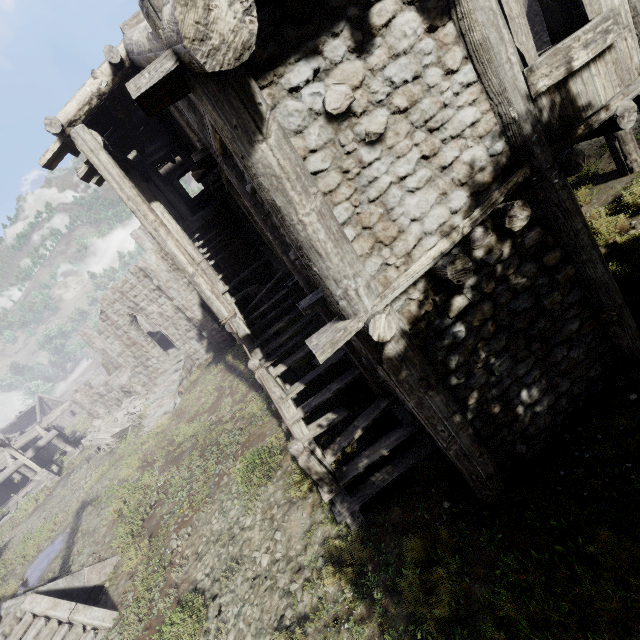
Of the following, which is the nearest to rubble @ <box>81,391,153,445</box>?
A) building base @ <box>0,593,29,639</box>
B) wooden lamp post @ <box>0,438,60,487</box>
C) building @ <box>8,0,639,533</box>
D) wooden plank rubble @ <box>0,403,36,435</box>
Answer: building @ <box>8,0,639,533</box>

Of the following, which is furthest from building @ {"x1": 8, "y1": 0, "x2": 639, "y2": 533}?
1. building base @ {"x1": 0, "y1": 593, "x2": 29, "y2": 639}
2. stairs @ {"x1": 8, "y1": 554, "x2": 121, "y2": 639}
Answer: stairs @ {"x1": 8, "y1": 554, "x2": 121, "y2": 639}

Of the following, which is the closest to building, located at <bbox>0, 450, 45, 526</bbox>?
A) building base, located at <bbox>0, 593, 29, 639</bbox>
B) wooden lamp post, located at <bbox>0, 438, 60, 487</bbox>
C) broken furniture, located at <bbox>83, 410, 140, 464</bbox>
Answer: wooden lamp post, located at <bbox>0, 438, 60, 487</bbox>

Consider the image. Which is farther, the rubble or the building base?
the rubble

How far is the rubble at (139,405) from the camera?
23.1m

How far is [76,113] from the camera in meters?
6.6 m

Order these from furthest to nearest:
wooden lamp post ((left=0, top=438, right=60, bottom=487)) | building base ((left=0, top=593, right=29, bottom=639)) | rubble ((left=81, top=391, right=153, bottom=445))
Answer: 1. rubble ((left=81, top=391, right=153, bottom=445))
2. wooden lamp post ((left=0, top=438, right=60, bottom=487))
3. building base ((left=0, top=593, right=29, bottom=639))

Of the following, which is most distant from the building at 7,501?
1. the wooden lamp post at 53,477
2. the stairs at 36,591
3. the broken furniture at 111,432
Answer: the stairs at 36,591
